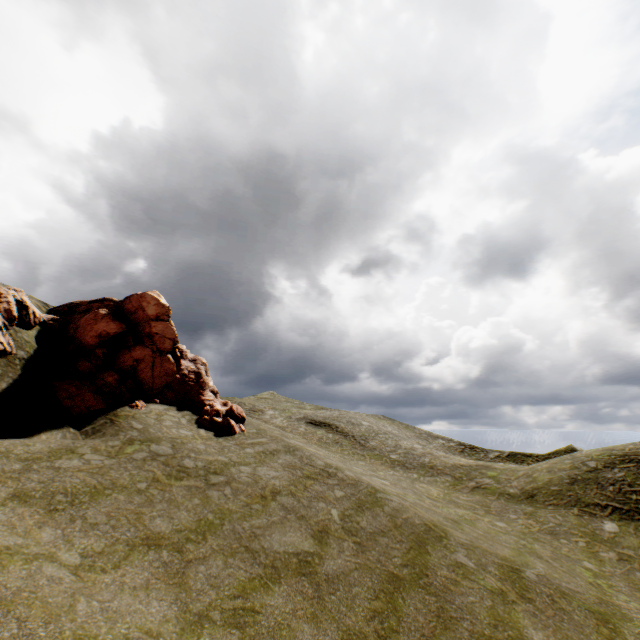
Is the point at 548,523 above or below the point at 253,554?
below
